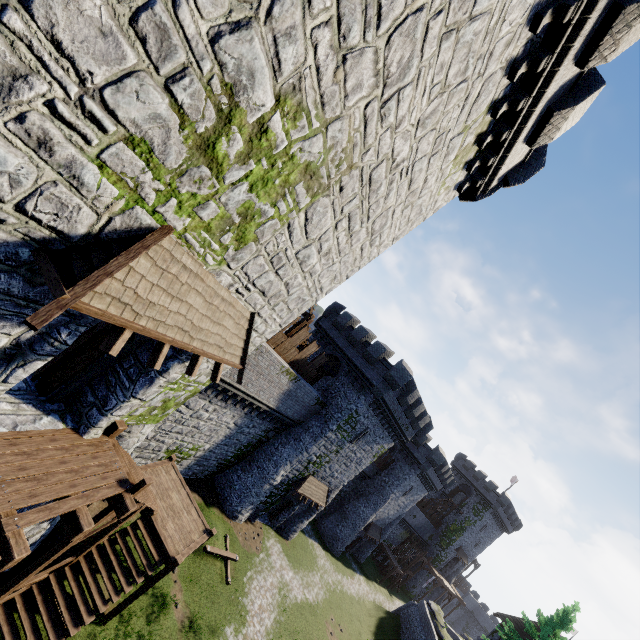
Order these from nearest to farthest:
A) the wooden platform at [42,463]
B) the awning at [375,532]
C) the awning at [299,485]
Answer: the wooden platform at [42,463] < the awning at [299,485] < the awning at [375,532]

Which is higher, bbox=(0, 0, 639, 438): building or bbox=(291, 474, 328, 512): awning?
bbox=(0, 0, 639, 438): building

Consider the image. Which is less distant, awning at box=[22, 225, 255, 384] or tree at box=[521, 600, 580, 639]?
awning at box=[22, 225, 255, 384]

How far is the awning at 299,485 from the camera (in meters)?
25.69

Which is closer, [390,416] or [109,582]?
[109,582]

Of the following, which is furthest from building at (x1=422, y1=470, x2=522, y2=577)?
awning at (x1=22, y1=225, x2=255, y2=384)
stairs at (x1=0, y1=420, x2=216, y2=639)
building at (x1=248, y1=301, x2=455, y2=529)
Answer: awning at (x1=22, y1=225, x2=255, y2=384)

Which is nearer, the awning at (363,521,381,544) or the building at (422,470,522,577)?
the awning at (363,521,381,544)

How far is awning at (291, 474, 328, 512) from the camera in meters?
25.7
